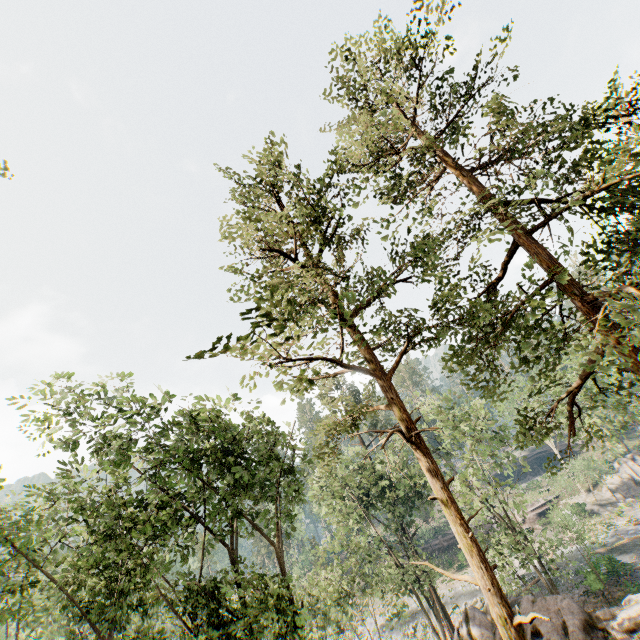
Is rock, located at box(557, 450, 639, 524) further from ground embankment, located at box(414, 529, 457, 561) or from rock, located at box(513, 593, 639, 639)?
rock, located at box(513, 593, 639, 639)

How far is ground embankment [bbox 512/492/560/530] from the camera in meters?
45.6 m

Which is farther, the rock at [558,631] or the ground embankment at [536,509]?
the ground embankment at [536,509]

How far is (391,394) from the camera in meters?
10.0 m

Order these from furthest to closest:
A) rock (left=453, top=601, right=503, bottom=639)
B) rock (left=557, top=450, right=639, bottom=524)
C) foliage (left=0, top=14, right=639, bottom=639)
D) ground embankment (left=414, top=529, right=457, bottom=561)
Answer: ground embankment (left=414, top=529, right=457, bottom=561) < rock (left=557, top=450, right=639, bottom=524) < rock (left=453, top=601, right=503, bottom=639) < foliage (left=0, top=14, right=639, bottom=639)

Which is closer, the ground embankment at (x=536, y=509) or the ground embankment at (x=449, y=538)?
the ground embankment at (x=536, y=509)

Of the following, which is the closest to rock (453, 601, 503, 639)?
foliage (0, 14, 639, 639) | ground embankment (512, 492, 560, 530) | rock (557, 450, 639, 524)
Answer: foliage (0, 14, 639, 639)

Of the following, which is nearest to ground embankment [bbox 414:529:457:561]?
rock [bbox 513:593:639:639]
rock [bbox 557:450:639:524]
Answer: rock [bbox 557:450:639:524]
